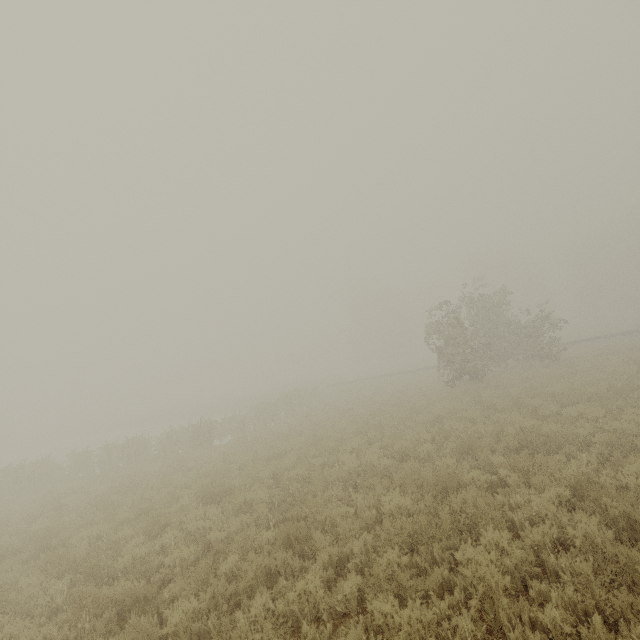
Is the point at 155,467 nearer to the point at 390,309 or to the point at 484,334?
the point at 484,334
